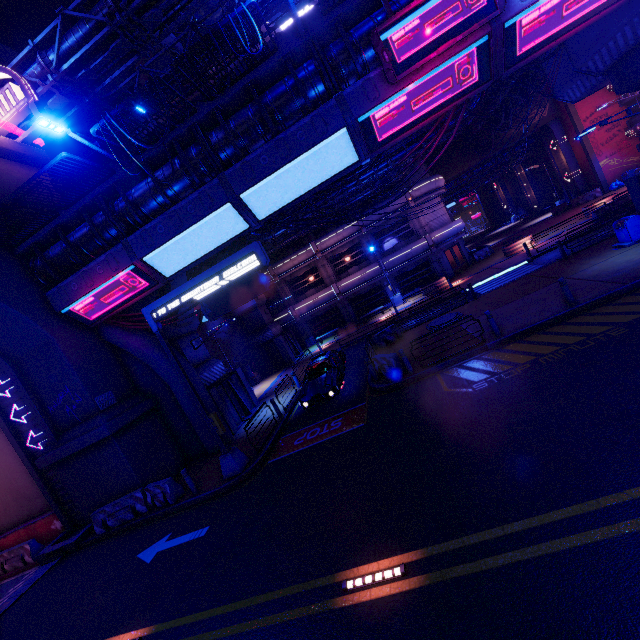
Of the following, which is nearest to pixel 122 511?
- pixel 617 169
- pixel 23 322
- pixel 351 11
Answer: pixel 23 322

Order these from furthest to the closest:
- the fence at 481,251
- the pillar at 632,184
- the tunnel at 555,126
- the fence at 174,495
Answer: the tunnel at 555,126
the fence at 481,251
the pillar at 632,184
the fence at 174,495

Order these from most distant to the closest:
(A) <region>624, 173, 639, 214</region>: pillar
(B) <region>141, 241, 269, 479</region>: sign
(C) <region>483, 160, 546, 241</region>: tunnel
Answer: (C) <region>483, 160, 546, 241</region>: tunnel
(A) <region>624, 173, 639, 214</region>: pillar
(B) <region>141, 241, 269, 479</region>: sign

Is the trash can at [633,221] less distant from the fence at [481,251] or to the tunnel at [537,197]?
the fence at [481,251]

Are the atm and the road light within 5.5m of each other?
no

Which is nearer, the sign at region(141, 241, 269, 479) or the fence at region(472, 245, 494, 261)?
the sign at region(141, 241, 269, 479)

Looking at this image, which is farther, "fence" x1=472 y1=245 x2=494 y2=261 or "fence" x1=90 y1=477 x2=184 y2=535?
"fence" x1=472 y1=245 x2=494 y2=261

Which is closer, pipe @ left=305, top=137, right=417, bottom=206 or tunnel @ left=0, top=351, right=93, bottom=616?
tunnel @ left=0, top=351, right=93, bottom=616
